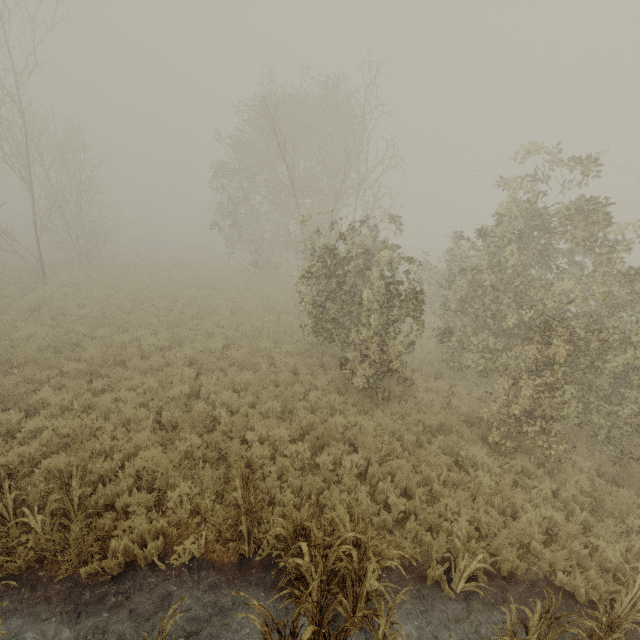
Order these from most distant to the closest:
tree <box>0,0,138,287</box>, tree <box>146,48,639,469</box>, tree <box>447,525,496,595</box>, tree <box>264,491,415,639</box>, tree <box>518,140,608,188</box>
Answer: tree <box>0,0,138,287</box>, tree <box>518,140,608,188</box>, tree <box>146,48,639,469</box>, tree <box>447,525,496,595</box>, tree <box>264,491,415,639</box>

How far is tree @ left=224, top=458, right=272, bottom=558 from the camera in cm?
481

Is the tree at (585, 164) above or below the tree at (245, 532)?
above

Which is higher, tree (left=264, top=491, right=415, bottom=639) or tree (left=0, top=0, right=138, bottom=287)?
tree (left=0, top=0, right=138, bottom=287)

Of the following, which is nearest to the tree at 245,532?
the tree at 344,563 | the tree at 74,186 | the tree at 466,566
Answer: the tree at 344,563

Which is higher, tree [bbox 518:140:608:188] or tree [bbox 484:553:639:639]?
tree [bbox 518:140:608:188]

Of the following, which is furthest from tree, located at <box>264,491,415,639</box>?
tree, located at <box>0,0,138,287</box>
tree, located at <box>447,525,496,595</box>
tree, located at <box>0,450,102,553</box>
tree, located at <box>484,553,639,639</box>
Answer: tree, located at <box>0,0,138,287</box>

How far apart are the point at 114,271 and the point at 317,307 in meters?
20.1
